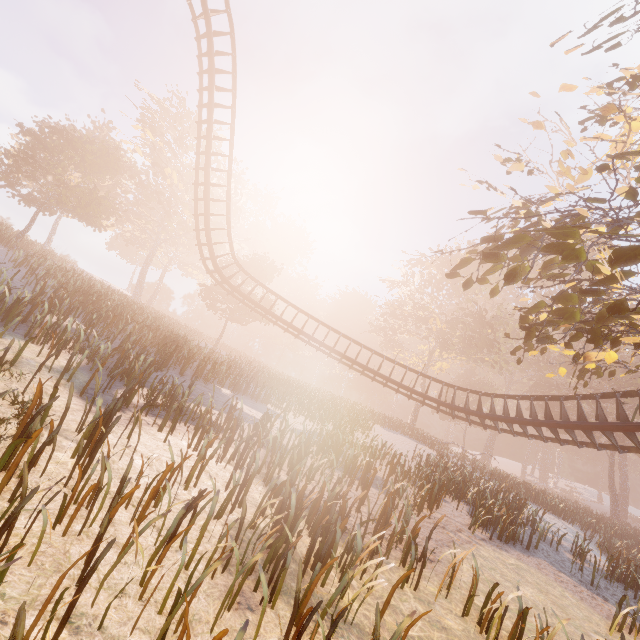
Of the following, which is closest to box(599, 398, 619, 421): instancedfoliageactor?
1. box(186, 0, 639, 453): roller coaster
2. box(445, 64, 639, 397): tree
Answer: box(445, 64, 639, 397): tree

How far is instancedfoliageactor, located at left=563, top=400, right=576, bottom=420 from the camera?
40.7m

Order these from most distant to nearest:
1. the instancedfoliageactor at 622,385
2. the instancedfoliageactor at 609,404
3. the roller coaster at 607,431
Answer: the instancedfoliageactor at 622,385 → the instancedfoliageactor at 609,404 → the roller coaster at 607,431

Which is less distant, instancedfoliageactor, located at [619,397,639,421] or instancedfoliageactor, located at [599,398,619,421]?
instancedfoliageactor, located at [619,397,639,421]

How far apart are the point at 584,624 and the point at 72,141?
40.5 meters

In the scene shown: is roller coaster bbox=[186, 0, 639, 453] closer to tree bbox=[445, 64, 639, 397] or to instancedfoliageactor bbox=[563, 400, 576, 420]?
tree bbox=[445, 64, 639, 397]

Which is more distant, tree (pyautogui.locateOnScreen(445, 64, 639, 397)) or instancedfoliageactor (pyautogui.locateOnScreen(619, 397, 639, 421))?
instancedfoliageactor (pyautogui.locateOnScreen(619, 397, 639, 421))

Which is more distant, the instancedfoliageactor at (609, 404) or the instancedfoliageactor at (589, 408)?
the instancedfoliageactor at (589, 408)
